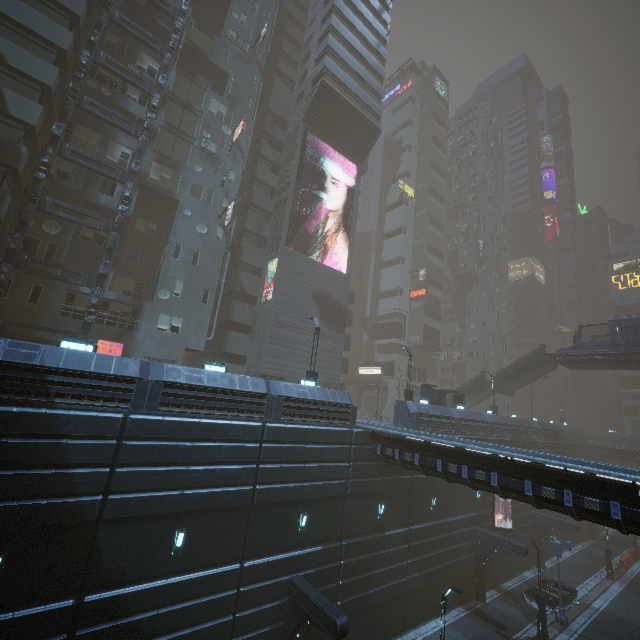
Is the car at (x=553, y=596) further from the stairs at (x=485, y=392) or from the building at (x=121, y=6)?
the stairs at (x=485, y=392)

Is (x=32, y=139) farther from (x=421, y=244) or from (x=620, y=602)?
(x=620, y=602)

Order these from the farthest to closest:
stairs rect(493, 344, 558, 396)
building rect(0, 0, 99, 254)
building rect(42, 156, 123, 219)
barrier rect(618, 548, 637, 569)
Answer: stairs rect(493, 344, 558, 396), barrier rect(618, 548, 637, 569), building rect(42, 156, 123, 219), building rect(0, 0, 99, 254)

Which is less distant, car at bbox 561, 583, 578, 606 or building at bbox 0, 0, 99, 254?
building at bbox 0, 0, 99, 254

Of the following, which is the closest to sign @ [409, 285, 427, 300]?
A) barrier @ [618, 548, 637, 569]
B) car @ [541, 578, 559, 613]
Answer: car @ [541, 578, 559, 613]

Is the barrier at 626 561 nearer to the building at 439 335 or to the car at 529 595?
the building at 439 335

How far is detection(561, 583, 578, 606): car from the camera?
24.9m

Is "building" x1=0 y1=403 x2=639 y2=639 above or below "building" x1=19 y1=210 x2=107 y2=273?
below
